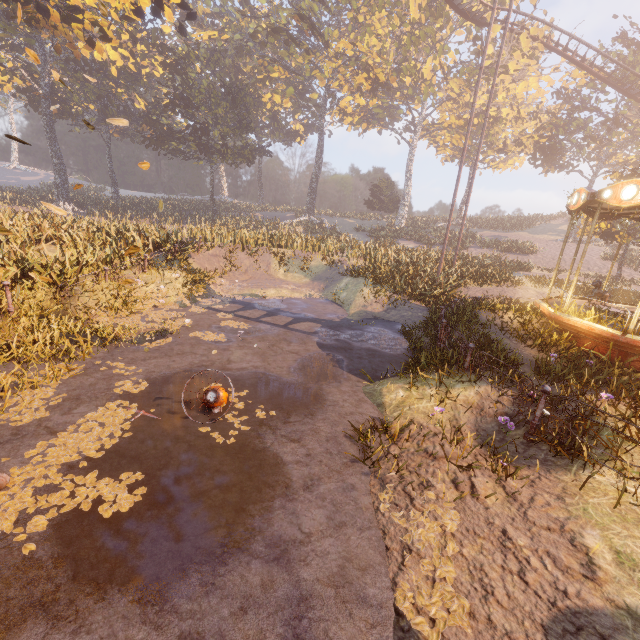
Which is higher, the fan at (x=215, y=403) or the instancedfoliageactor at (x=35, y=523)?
the fan at (x=215, y=403)

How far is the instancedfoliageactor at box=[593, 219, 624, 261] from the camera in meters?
20.0 m

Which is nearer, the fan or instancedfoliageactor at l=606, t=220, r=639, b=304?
the fan

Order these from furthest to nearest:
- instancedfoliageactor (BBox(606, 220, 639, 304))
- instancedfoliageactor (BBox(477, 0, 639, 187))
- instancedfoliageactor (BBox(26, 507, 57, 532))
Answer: instancedfoliageactor (BBox(477, 0, 639, 187)), instancedfoliageactor (BBox(606, 220, 639, 304)), instancedfoliageactor (BBox(26, 507, 57, 532))

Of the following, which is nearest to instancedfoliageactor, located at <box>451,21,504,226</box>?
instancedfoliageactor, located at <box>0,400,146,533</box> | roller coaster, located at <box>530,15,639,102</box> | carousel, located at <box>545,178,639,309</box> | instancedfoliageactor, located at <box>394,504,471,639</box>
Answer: carousel, located at <box>545,178,639,309</box>

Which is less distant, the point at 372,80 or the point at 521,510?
the point at 521,510

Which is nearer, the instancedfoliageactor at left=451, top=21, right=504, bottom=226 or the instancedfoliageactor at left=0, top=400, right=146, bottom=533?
the instancedfoliageactor at left=0, top=400, right=146, bottom=533

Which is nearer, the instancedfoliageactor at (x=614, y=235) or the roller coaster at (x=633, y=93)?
the instancedfoliageactor at (x=614, y=235)
